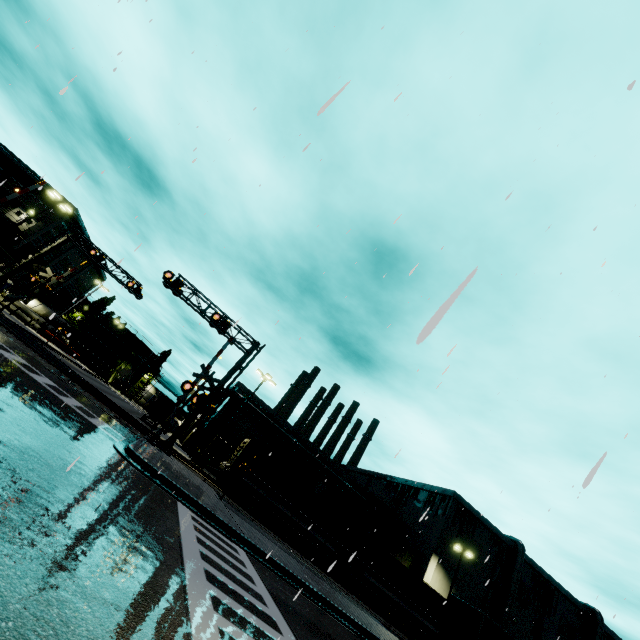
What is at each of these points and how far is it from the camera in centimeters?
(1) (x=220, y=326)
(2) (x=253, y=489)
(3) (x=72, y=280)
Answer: (1) railroad crossing overhang, 2211cm
(2) flatcar, 2562cm
(3) building, 5669cm

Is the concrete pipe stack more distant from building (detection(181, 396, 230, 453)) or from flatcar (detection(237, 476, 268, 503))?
flatcar (detection(237, 476, 268, 503))

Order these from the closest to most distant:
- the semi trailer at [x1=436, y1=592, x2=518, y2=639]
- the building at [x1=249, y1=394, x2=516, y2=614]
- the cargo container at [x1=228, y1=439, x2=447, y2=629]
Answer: the semi trailer at [x1=436, y1=592, x2=518, y2=639], the cargo container at [x1=228, y1=439, x2=447, y2=629], the building at [x1=249, y1=394, x2=516, y2=614]

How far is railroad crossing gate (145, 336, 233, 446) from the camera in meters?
18.0

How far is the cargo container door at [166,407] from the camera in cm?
3951

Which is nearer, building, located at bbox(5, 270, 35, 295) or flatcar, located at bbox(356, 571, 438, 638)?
flatcar, located at bbox(356, 571, 438, 638)

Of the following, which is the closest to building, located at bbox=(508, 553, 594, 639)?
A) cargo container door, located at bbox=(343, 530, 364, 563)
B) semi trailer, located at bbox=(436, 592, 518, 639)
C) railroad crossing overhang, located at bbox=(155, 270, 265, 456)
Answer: semi trailer, located at bbox=(436, 592, 518, 639)

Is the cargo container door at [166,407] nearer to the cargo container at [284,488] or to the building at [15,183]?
the cargo container at [284,488]
